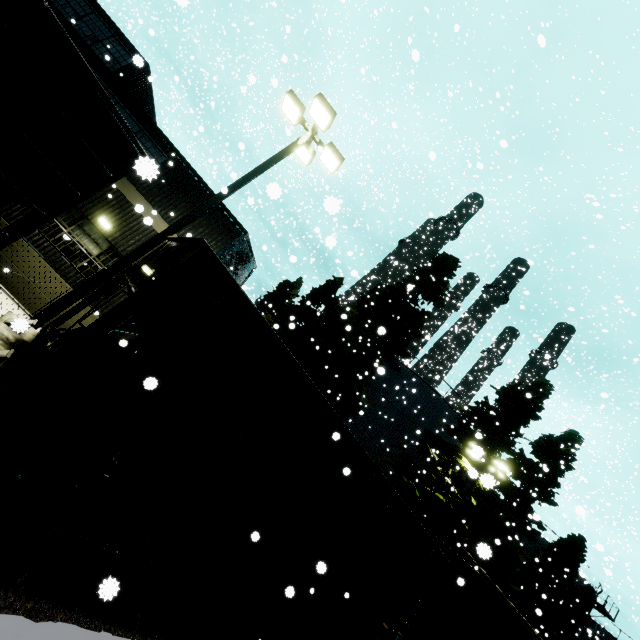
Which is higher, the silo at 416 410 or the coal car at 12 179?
the silo at 416 410

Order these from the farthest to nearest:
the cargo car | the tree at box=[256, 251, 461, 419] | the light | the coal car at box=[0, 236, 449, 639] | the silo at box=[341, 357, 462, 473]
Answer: the silo at box=[341, 357, 462, 473]
the tree at box=[256, 251, 461, 419]
the cargo car
the light
the coal car at box=[0, 236, 449, 639]

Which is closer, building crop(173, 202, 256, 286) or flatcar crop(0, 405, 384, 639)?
flatcar crop(0, 405, 384, 639)

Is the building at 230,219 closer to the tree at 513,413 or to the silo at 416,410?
the tree at 513,413

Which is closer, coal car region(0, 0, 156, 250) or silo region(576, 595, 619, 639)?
coal car region(0, 0, 156, 250)

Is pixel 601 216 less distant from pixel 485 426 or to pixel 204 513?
pixel 204 513

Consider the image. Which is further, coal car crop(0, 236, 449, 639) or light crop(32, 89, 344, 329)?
light crop(32, 89, 344, 329)

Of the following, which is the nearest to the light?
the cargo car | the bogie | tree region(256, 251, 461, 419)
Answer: the bogie
